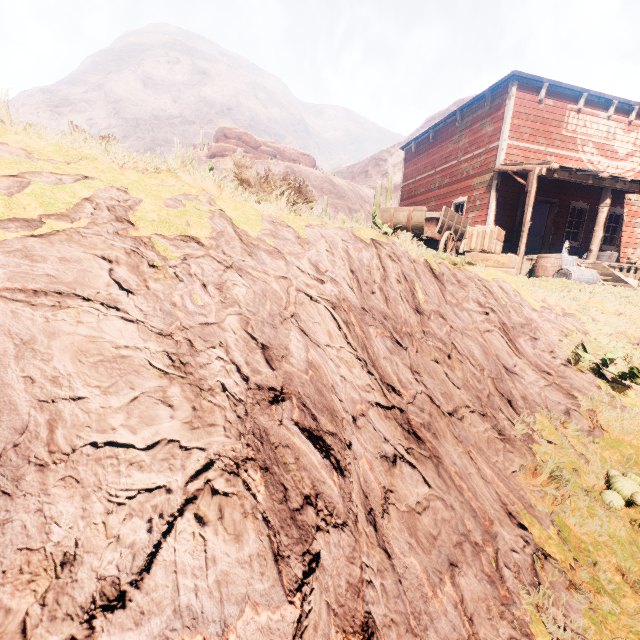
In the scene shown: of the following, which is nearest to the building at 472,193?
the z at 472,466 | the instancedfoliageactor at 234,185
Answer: the z at 472,466

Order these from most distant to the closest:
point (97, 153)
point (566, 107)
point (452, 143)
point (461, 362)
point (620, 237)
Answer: point (452, 143) → point (620, 237) → point (566, 107) → point (461, 362) → point (97, 153)

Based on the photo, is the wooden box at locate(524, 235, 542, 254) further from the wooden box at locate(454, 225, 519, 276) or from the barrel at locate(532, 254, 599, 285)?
the wooden box at locate(454, 225, 519, 276)

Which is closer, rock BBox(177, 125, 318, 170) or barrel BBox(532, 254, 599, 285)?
barrel BBox(532, 254, 599, 285)

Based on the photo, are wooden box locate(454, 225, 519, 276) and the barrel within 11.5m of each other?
yes

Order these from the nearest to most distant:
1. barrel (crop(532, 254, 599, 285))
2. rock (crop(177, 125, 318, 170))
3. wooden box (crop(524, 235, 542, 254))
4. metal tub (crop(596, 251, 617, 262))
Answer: barrel (crop(532, 254, 599, 285)) < metal tub (crop(596, 251, 617, 262)) < wooden box (crop(524, 235, 542, 254)) < rock (crop(177, 125, 318, 170))

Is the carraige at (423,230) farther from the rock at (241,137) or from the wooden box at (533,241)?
the rock at (241,137)

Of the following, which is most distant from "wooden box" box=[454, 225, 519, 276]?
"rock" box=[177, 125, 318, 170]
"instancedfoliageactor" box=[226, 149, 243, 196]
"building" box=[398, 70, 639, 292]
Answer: "rock" box=[177, 125, 318, 170]
